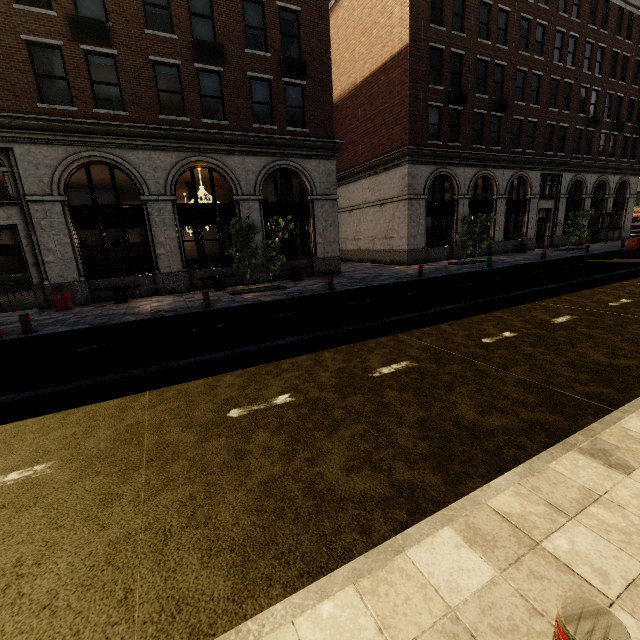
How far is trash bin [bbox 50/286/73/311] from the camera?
12.3m

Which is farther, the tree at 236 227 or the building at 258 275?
the building at 258 275

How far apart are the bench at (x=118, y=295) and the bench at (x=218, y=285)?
2.4m

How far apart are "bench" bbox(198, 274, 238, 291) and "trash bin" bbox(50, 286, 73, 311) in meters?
4.9 m

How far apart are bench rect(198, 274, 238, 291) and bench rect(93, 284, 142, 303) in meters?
2.4 m

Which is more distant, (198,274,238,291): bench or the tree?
(198,274,238,291): bench

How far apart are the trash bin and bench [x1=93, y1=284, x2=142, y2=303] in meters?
0.8 m

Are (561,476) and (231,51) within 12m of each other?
no
